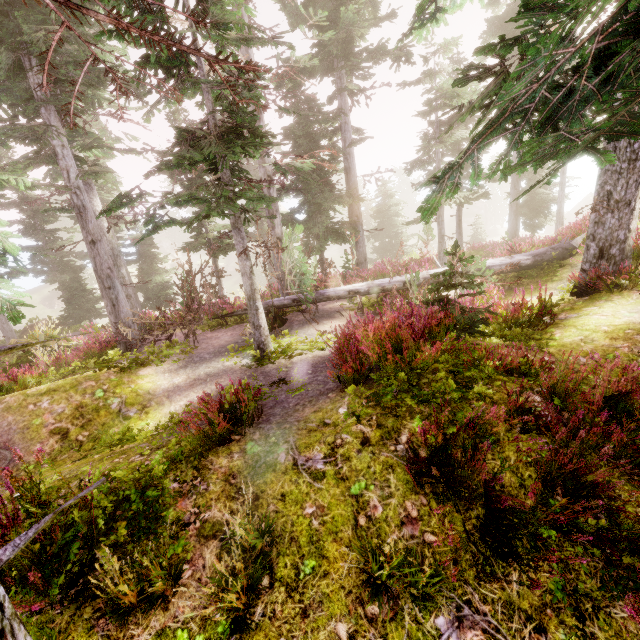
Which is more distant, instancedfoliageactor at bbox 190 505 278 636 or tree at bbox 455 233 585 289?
tree at bbox 455 233 585 289

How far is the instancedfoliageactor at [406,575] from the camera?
2.46m

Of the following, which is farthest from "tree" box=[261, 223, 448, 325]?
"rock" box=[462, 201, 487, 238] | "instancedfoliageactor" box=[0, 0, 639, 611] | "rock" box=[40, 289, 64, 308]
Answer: "rock" box=[462, 201, 487, 238]

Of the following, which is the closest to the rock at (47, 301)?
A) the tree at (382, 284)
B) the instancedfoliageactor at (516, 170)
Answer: the instancedfoliageactor at (516, 170)

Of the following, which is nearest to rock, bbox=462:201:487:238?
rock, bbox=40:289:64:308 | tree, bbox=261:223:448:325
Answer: rock, bbox=40:289:64:308

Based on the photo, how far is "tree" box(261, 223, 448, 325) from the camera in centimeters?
936cm

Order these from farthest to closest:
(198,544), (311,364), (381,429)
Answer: (311,364), (381,429), (198,544)

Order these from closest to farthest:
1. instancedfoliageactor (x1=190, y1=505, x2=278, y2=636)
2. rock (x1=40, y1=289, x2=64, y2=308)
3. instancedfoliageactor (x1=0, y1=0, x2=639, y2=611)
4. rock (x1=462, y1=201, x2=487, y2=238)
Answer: instancedfoliageactor (x1=190, y1=505, x2=278, y2=636) < instancedfoliageactor (x1=0, y1=0, x2=639, y2=611) < rock (x1=40, y1=289, x2=64, y2=308) < rock (x1=462, y1=201, x2=487, y2=238)
